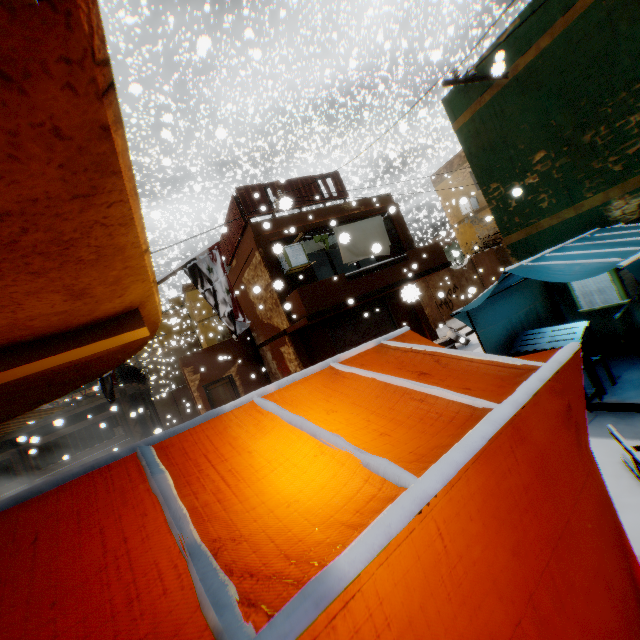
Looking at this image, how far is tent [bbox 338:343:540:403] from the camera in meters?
1.9 m

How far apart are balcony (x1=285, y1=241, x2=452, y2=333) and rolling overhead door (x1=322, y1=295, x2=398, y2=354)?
0.0 meters

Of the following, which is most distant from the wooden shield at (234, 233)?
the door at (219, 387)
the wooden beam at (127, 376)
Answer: the door at (219, 387)

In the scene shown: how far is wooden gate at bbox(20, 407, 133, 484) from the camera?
10.34m

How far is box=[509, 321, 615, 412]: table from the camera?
5.14m

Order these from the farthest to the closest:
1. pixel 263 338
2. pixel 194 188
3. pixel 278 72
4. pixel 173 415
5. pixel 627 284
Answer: pixel 278 72 → pixel 173 415 → pixel 263 338 → pixel 627 284 → pixel 194 188

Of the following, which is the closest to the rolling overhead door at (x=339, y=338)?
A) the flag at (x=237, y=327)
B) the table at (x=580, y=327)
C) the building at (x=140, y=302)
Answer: the building at (x=140, y=302)

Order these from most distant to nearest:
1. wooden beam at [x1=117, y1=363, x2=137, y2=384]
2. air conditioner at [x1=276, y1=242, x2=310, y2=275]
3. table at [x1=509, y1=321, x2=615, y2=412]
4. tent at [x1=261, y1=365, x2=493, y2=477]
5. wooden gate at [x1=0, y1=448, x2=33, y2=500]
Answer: wooden beam at [x1=117, y1=363, x2=137, y2=384]
air conditioner at [x1=276, y1=242, x2=310, y2=275]
wooden gate at [x1=0, y1=448, x2=33, y2=500]
table at [x1=509, y1=321, x2=615, y2=412]
tent at [x1=261, y1=365, x2=493, y2=477]
